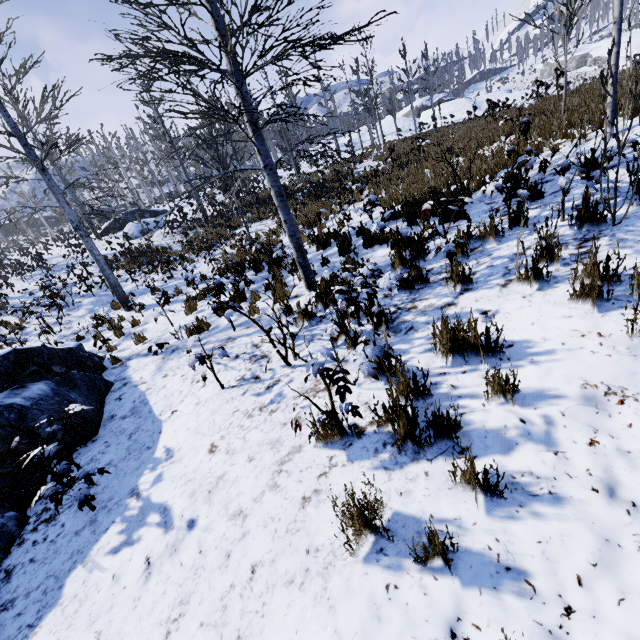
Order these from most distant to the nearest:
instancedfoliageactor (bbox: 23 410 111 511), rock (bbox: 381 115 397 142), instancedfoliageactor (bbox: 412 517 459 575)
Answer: rock (bbox: 381 115 397 142)
instancedfoliageactor (bbox: 23 410 111 511)
instancedfoliageactor (bbox: 412 517 459 575)

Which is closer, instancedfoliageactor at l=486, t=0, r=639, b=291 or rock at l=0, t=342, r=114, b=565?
instancedfoliageactor at l=486, t=0, r=639, b=291

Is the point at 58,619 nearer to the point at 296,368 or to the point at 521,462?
the point at 296,368

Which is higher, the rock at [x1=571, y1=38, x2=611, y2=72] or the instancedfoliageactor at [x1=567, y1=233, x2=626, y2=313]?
the rock at [x1=571, y1=38, x2=611, y2=72]

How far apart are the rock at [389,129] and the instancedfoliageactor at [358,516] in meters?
51.7 m

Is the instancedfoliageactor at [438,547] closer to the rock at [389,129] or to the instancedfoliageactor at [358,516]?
the instancedfoliageactor at [358,516]

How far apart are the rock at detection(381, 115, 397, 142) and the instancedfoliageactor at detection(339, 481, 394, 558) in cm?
5170

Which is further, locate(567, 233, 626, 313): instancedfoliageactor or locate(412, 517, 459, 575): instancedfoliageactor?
locate(567, 233, 626, 313): instancedfoliageactor
